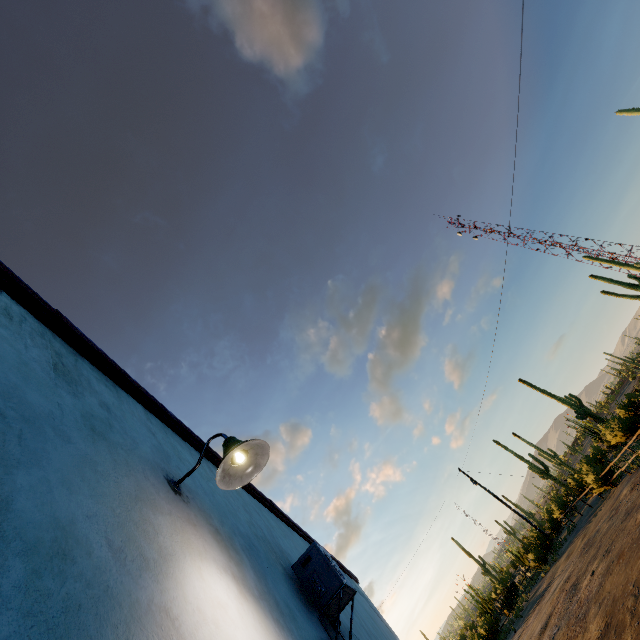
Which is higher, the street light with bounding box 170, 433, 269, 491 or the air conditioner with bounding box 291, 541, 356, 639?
the street light with bounding box 170, 433, 269, 491

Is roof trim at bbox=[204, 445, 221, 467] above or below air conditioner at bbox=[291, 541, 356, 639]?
above

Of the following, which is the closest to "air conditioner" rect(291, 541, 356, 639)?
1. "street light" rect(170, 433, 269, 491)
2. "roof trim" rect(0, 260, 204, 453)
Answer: "roof trim" rect(0, 260, 204, 453)

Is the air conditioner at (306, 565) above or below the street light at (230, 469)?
below

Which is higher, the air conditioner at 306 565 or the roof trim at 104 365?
the roof trim at 104 365

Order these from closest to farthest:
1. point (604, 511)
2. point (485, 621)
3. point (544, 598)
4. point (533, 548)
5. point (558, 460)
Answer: point (604, 511), point (544, 598), point (485, 621), point (533, 548), point (558, 460)

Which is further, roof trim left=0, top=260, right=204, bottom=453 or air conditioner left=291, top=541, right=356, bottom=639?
air conditioner left=291, top=541, right=356, bottom=639

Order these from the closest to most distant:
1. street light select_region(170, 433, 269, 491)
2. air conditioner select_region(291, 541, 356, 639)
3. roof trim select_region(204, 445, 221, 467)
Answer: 1. street light select_region(170, 433, 269, 491)
2. air conditioner select_region(291, 541, 356, 639)
3. roof trim select_region(204, 445, 221, 467)
